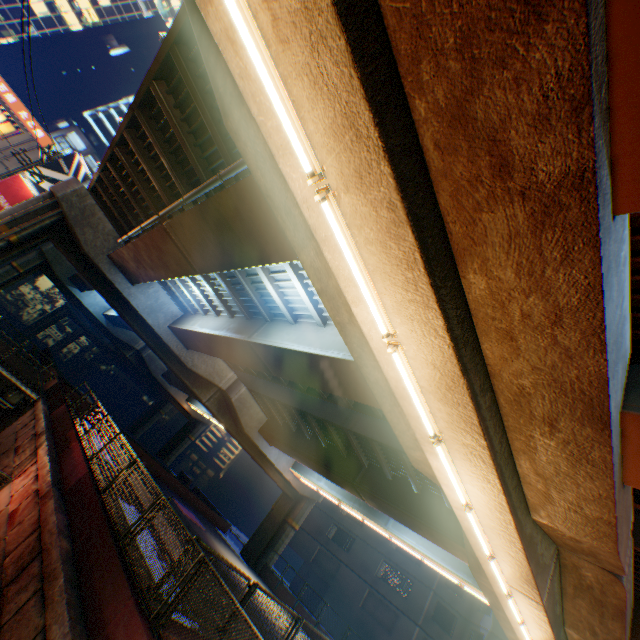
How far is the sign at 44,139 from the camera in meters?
25.4

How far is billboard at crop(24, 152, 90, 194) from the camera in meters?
26.4 m

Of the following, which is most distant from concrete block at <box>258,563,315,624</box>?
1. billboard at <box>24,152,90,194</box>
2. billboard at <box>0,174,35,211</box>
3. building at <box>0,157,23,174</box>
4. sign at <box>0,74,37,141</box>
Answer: sign at <box>0,74,37,141</box>

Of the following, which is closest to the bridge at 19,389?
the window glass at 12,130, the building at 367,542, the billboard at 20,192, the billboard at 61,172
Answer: the billboard at 20,192

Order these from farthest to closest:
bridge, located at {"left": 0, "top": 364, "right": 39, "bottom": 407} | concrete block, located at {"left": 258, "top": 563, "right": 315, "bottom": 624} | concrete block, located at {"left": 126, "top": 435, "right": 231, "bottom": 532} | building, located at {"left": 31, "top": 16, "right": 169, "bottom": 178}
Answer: building, located at {"left": 31, "top": 16, "right": 169, "bottom": 178}
concrete block, located at {"left": 126, "top": 435, "right": 231, "bottom": 532}
concrete block, located at {"left": 258, "top": 563, "right": 315, "bottom": 624}
bridge, located at {"left": 0, "top": 364, "right": 39, "bottom": 407}

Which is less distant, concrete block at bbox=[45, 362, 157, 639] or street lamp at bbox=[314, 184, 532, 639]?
street lamp at bbox=[314, 184, 532, 639]

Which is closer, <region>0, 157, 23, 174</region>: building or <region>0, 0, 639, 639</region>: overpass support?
<region>0, 0, 639, 639</region>: overpass support

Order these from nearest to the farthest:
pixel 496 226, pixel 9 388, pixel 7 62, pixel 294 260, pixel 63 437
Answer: pixel 496 226
pixel 294 260
pixel 63 437
pixel 9 388
pixel 7 62
